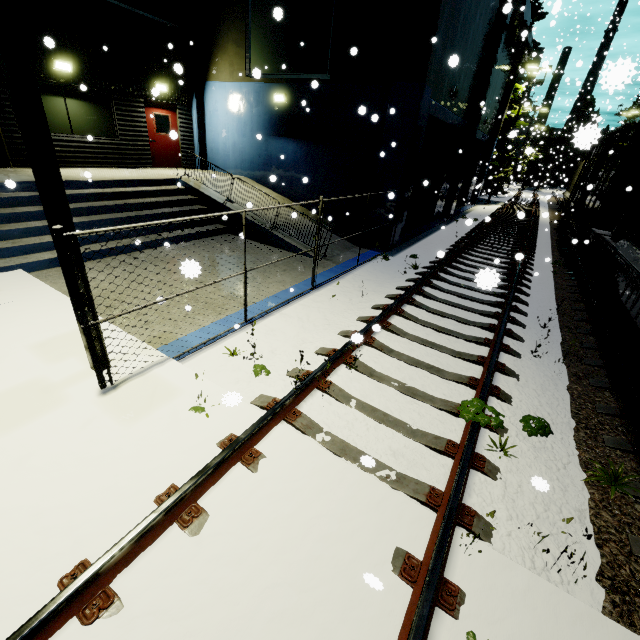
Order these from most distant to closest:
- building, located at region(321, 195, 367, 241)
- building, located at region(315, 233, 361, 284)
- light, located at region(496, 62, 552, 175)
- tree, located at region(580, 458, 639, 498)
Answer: light, located at region(496, 62, 552, 175) → building, located at region(321, 195, 367, 241) → building, located at region(315, 233, 361, 284) → tree, located at region(580, 458, 639, 498)

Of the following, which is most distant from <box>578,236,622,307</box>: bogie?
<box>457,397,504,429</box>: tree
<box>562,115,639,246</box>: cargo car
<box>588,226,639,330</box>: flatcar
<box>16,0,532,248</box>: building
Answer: <box>457,397,504,429</box>: tree

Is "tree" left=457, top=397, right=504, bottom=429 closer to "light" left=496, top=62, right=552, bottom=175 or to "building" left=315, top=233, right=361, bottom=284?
"building" left=315, top=233, right=361, bottom=284

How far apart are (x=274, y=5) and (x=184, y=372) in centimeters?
1380cm

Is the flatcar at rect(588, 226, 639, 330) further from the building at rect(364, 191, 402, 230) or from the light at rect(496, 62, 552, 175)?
the light at rect(496, 62, 552, 175)

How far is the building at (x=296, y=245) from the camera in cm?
953

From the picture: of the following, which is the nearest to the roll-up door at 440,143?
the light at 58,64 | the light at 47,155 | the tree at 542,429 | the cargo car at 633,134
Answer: the cargo car at 633,134

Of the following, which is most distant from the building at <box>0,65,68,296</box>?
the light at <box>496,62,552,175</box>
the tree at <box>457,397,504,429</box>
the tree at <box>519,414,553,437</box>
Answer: the tree at <box>519,414,553,437</box>
